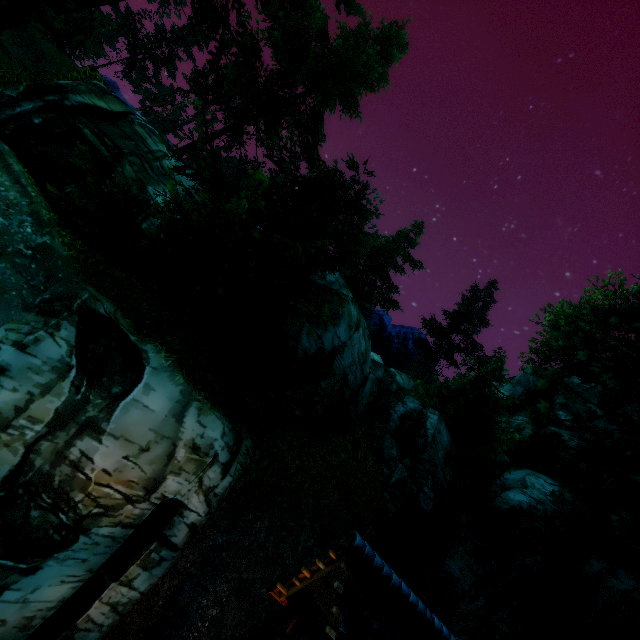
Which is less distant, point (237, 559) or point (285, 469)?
point (237, 559)

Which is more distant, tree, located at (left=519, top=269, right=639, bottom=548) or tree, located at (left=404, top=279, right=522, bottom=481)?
tree, located at (left=404, top=279, right=522, bottom=481)

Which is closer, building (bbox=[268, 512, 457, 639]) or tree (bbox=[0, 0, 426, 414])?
building (bbox=[268, 512, 457, 639])

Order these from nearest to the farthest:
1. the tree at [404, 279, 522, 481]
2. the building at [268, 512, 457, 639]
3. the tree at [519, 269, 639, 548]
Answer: the building at [268, 512, 457, 639] < the tree at [519, 269, 639, 548] < the tree at [404, 279, 522, 481]

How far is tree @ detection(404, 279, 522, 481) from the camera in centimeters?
2130cm

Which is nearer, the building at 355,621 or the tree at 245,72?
the building at 355,621

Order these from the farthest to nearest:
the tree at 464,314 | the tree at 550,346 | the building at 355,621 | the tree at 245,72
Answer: the tree at 464,314 → the tree at 245,72 → the tree at 550,346 → the building at 355,621
